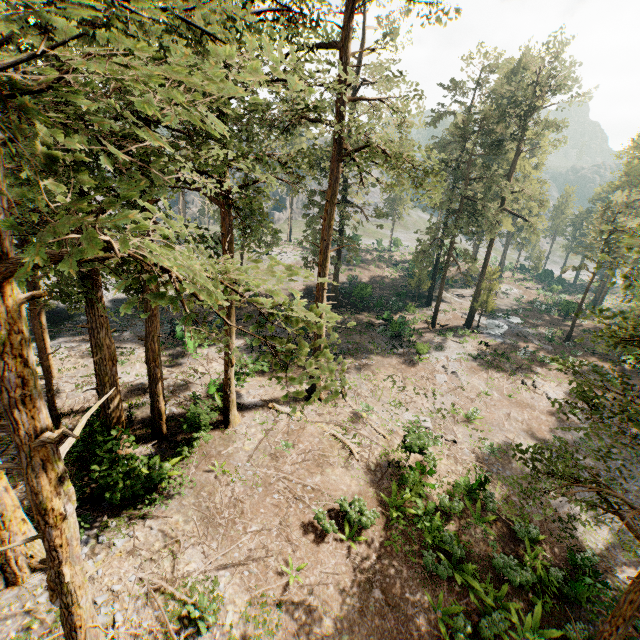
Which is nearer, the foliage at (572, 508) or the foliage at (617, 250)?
the foliage at (617, 250)

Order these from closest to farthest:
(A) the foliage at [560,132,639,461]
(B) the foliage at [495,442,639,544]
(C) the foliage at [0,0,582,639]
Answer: (C) the foliage at [0,0,582,639] < (A) the foliage at [560,132,639,461] < (B) the foliage at [495,442,639,544]

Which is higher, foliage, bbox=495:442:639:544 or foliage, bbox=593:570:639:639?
foliage, bbox=593:570:639:639

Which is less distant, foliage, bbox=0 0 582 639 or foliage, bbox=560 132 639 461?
foliage, bbox=0 0 582 639

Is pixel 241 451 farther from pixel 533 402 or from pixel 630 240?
pixel 533 402
